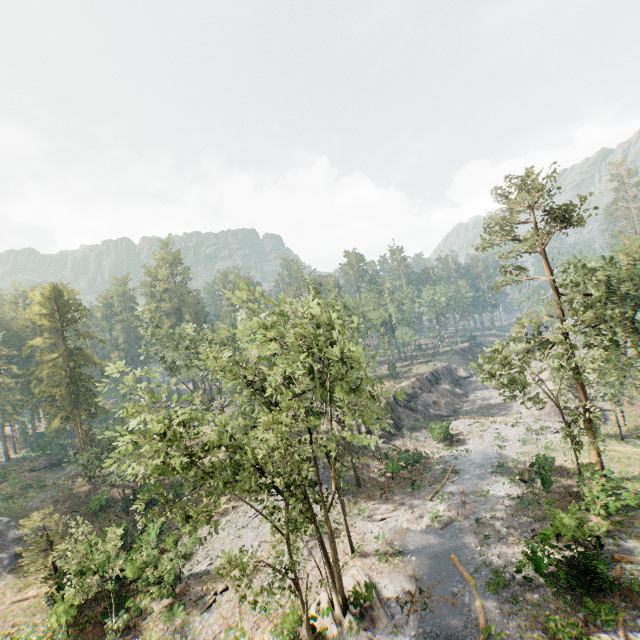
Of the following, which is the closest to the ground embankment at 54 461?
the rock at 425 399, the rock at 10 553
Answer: the rock at 10 553

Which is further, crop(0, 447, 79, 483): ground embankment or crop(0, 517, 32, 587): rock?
crop(0, 447, 79, 483): ground embankment

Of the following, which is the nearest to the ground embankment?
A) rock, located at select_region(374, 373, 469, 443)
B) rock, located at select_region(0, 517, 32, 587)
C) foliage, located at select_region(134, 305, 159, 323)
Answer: rock, located at select_region(0, 517, 32, 587)

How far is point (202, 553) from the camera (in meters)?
26.91

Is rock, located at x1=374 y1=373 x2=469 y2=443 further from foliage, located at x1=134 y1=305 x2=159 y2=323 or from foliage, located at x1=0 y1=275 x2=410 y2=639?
foliage, located at x1=134 y1=305 x2=159 y2=323

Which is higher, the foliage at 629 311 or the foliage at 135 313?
the foliage at 135 313

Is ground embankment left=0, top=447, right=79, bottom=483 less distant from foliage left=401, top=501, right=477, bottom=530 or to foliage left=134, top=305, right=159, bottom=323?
foliage left=401, top=501, right=477, bottom=530

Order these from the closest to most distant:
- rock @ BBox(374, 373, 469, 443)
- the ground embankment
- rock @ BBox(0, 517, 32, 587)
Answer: rock @ BBox(0, 517, 32, 587), rock @ BBox(374, 373, 469, 443), the ground embankment
